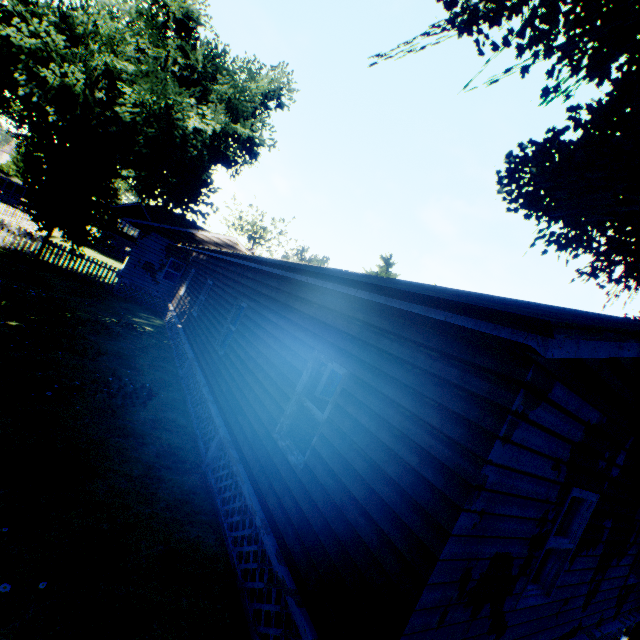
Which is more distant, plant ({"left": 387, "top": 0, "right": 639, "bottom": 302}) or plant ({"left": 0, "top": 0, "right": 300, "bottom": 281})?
→ plant ({"left": 0, "top": 0, "right": 300, "bottom": 281})

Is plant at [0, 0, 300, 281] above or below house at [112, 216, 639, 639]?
above

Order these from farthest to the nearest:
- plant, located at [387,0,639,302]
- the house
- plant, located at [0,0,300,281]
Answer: plant, located at [0,0,300,281], plant, located at [387,0,639,302], the house

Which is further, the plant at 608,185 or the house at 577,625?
the plant at 608,185

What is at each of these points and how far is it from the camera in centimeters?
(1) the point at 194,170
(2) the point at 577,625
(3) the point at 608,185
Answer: (1) plant, 3231cm
(2) house, 538cm
(3) plant, 1220cm

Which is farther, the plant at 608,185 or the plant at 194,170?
the plant at 194,170

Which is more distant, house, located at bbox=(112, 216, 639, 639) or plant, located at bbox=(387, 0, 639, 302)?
plant, located at bbox=(387, 0, 639, 302)
